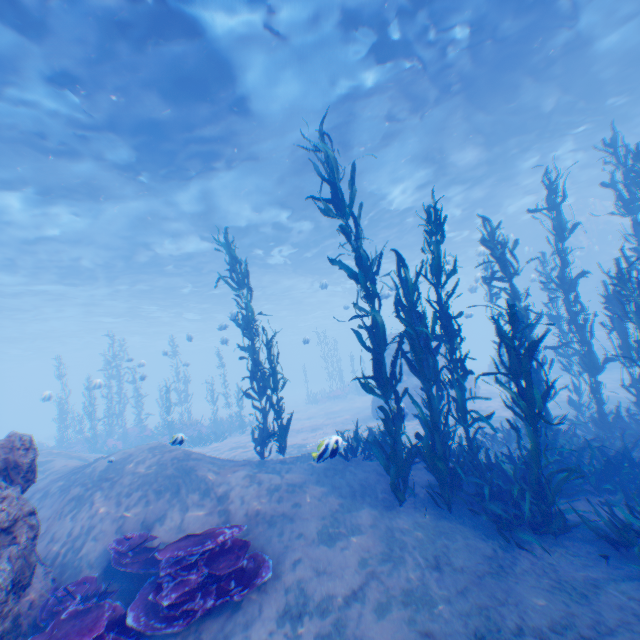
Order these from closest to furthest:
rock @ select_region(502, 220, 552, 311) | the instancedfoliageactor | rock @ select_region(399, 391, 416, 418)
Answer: the instancedfoliageactor < rock @ select_region(399, 391, 416, 418) < rock @ select_region(502, 220, 552, 311)

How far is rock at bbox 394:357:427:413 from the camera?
16.62m

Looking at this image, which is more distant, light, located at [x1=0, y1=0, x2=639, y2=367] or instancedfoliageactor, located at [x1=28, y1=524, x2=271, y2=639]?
light, located at [x1=0, y1=0, x2=639, y2=367]

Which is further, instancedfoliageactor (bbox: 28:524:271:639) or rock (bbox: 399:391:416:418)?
rock (bbox: 399:391:416:418)

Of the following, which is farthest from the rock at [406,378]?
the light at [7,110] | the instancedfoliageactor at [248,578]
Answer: the instancedfoliageactor at [248,578]

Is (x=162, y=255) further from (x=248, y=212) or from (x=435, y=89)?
(x=435, y=89)

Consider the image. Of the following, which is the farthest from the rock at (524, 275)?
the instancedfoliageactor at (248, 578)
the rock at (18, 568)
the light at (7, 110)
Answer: the rock at (18, 568)
